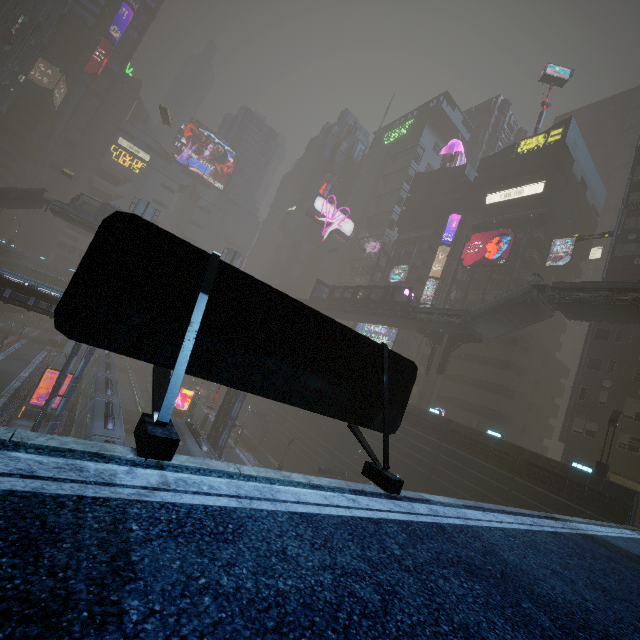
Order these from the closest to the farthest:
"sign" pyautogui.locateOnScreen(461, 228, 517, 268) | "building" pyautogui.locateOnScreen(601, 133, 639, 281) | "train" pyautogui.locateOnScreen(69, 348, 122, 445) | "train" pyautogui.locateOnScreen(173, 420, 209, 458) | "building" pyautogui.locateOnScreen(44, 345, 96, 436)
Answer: "train" pyautogui.locateOnScreen(69, 348, 122, 445)
"building" pyautogui.locateOnScreen(44, 345, 96, 436)
"train" pyautogui.locateOnScreen(173, 420, 209, 458)
"building" pyautogui.locateOnScreen(601, 133, 639, 281)
"sign" pyautogui.locateOnScreen(461, 228, 517, 268)

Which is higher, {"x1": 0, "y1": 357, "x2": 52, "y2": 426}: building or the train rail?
{"x1": 0, "y1": 357, "x2": 52, "y2": 426}: building

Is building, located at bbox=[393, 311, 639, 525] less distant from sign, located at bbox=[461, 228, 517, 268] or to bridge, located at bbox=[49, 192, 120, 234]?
sign, located at bbox=[461, 228, 517, 268]

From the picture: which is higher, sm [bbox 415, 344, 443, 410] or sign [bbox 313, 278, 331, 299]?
sign [bbox 313, 278, 331, 299]

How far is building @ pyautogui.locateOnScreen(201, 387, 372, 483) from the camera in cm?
3200

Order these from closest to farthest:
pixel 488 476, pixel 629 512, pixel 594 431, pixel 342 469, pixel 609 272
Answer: pixel 629 512
pixel 488 476
pixel 594 431
pixel 609 272
pixel 342 469

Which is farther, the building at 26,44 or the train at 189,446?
the building at 26,44

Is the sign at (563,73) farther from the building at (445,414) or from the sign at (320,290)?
the sign at (320,290)
